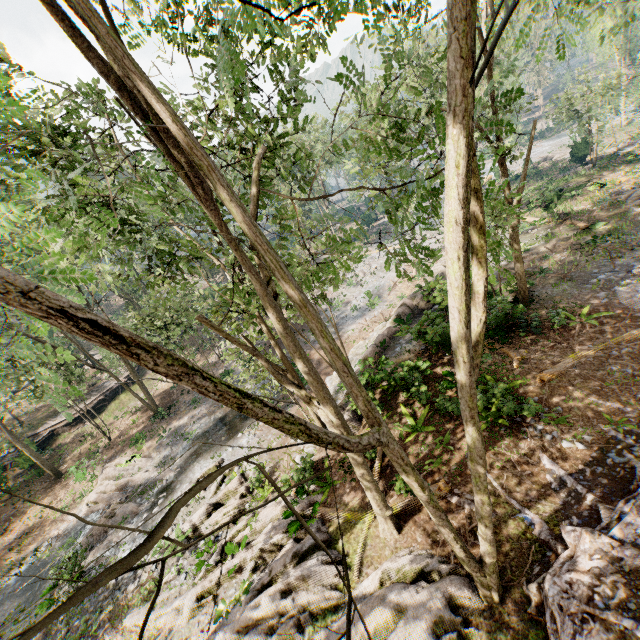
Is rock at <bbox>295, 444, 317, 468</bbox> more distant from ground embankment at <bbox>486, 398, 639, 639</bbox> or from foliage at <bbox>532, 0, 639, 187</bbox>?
ground embankment at <bbox>486, 398, 639, 639</bbox>

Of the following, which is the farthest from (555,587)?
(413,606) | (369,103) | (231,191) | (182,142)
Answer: (369,103)

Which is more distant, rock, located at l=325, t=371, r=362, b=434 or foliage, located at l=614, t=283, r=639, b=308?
rock, located at l=325, t=371, r=362, b=434

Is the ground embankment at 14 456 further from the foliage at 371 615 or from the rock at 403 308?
the rock at 403 308

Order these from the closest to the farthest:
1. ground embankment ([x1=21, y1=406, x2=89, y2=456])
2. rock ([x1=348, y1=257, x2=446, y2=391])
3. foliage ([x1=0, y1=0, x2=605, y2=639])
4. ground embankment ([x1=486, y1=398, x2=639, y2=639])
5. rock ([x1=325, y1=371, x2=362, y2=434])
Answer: foliage ([x1=0, y1=0, x2=605, y2=639])
ground embankment ([x1=486, y1=398, x2=639, y2=639])
rock ([x1=325, y1=371, x2=362, y2=434])
rock ([x1=348, y1=257, x2=446, y2=391])
ground embankment ([x1=21, y1=406, x2=89, y2=456])

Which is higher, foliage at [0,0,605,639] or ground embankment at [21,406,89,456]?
foliage at [0,0,605,639]

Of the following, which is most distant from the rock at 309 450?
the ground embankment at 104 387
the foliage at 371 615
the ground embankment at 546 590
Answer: the ground embankment at 104 387
